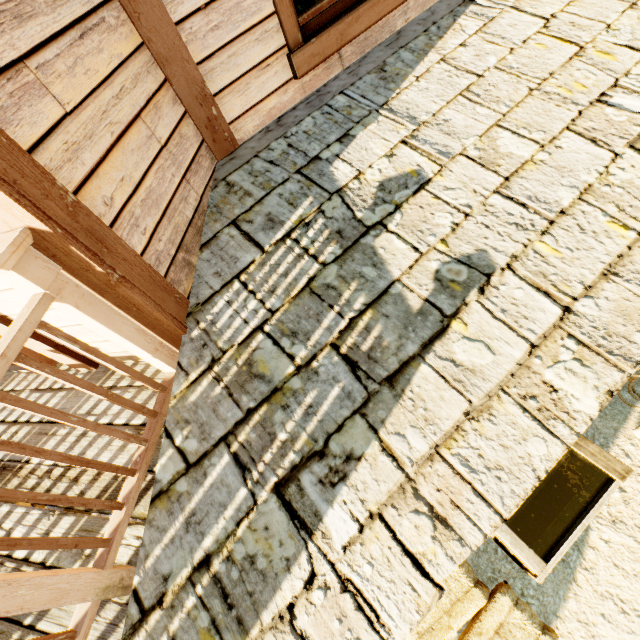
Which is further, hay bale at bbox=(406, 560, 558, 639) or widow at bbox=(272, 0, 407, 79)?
hay bale at bbox=(406, 560, 558, 639)

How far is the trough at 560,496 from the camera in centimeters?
314cm

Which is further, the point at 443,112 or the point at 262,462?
the point at 443,112

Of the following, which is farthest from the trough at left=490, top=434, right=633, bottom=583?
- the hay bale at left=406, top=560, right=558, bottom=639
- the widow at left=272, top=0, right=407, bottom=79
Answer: the widow at left=272, top=0, right=407, bottom=79

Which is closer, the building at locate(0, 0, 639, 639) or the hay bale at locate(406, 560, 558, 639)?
the building at locate(0, 0, 639, 639)

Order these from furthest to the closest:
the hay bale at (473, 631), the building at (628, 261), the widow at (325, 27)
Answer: the hay bale at (473, 631), the widow at (325, 27), the building at (628, 261)

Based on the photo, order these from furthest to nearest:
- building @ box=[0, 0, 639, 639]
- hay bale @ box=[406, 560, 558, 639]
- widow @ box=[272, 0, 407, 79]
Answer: hay bale @ box=[406, 560, 558, 639] → widow @ box=[272, 0, 407, 79] → building @ box=[0, 0, 639, 639]

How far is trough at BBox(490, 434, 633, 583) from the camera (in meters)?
3.14
